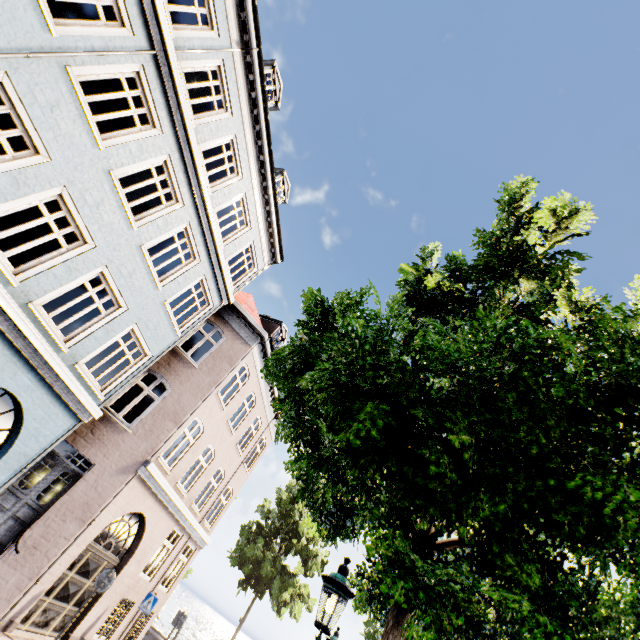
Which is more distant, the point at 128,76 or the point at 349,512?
the point at 128,76

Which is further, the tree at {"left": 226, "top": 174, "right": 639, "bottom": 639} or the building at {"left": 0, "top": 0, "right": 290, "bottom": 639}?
the building at {"left": 0, "top": 0, "right": 290, "bottom": 639}

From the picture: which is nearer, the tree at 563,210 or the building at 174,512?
the tree at 563,210
